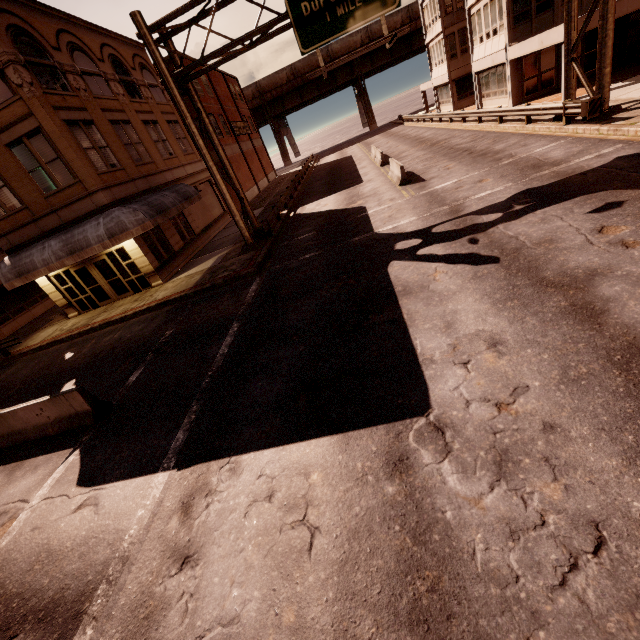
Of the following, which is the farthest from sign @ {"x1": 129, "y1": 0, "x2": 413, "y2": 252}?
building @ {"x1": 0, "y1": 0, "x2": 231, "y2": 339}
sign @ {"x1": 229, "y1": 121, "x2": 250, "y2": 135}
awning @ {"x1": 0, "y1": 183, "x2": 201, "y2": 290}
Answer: sign @ {"x1": 229, "y1": 121, "x2": 250, "y2": 135}

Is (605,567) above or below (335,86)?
below

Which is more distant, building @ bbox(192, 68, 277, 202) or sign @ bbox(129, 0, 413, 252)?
building @ bbox(192, 68, 277, 202)

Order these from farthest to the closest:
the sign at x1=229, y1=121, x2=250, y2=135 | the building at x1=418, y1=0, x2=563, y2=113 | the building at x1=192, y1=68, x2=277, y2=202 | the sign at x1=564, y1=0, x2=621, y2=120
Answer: the sign at x1=229, y1=121, x2=250, y2=135 < the building at x1=192, y1=68, x2=277, y2=202 < the building at x1=418, y1=0, x2=563, y2=113 < the sign at x1=564, y1=0, x2=621, y2=120

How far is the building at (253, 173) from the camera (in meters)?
34.28

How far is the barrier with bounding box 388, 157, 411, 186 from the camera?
17.0 meters

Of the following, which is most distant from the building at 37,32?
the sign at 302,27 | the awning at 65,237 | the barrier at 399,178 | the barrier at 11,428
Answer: the barrier at 399,178

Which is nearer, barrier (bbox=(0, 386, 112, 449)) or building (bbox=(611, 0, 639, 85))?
barrier (bbox=(0, 386, 112, 449))
